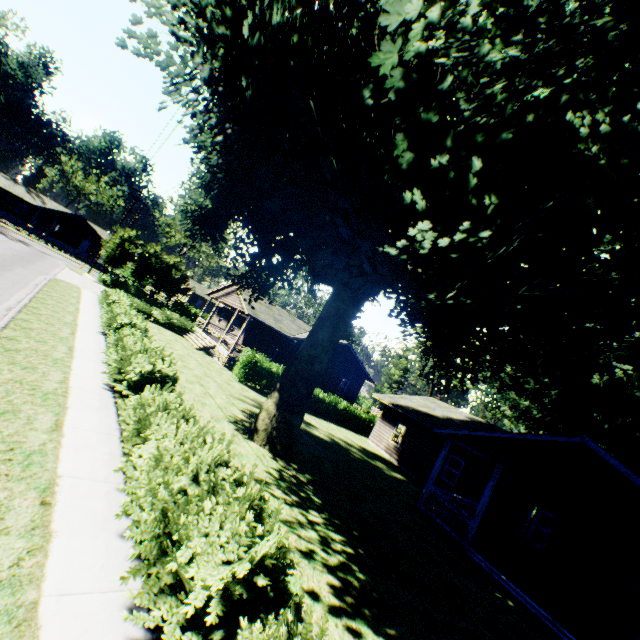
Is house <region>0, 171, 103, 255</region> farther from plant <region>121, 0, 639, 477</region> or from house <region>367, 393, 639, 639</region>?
house <region>367, 393, 639, 639</region>

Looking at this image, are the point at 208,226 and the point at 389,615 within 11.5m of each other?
no

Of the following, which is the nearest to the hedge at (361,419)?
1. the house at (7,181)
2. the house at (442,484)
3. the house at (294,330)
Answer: the house at (442,484)

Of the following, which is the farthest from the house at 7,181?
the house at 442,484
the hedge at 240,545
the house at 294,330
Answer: the house at 442,484

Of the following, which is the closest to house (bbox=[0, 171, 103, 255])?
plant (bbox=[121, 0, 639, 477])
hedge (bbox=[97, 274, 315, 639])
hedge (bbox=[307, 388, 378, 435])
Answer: plant (bbox=[121, 0, 639, 477])

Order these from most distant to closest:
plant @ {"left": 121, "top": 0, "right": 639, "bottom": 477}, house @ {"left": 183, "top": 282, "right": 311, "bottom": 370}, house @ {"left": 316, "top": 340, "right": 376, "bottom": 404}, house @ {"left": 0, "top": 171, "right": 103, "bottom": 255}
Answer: house @ {"left": 0, "top": 171, "right": 103, "bottom": 255} < house @ {"left": 316, "top": 340, "right": 376, "bottom": 404} < house @ {"left": 183, "top": 282, "right": 311, "bottom": 370} < plant @ {"left": 121, "top": 0, "right": 639, "bottom": 477}

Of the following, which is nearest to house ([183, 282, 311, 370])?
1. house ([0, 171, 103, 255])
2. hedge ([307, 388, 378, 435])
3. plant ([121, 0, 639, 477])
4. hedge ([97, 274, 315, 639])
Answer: plant ([121, 0, 639, 477])
